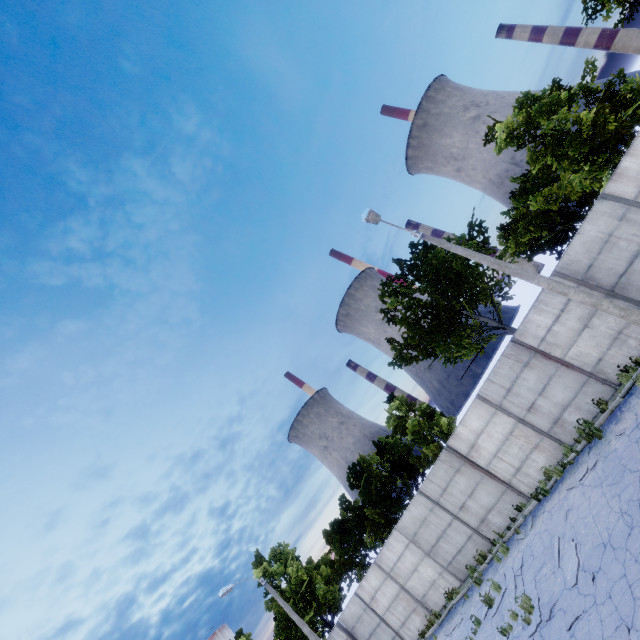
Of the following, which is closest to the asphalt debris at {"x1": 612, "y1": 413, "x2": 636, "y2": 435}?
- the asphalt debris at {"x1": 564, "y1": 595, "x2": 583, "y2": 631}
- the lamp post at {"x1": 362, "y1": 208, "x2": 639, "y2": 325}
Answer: the lamp post at {"x1": 362, "y1": 208, "x2": 639, "y2": 325}

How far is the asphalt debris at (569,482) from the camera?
10.4m

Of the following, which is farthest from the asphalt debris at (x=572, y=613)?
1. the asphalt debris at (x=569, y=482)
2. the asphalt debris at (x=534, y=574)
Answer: the asphalt debris at (x=569, y=482)

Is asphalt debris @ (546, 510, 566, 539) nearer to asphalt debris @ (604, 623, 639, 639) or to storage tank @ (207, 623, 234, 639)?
asphalt debris @ (604, 623, 639, 639)

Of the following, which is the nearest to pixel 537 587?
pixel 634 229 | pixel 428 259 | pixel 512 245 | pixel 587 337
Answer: pixel 587 337

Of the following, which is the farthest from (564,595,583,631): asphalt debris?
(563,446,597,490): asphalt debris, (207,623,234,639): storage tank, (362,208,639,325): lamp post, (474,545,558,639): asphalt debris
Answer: (207,623,234,639): storage tank

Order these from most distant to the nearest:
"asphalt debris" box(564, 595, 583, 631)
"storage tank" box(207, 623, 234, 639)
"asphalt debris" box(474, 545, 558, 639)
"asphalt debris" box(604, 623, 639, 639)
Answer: "storage tank" box(207, 623, 234, 639) → "asphalt debris" box(474, 545, 558, 639) → "asphalt debris" box(564, 595, 583, 631) → "asphalt debris" box(604, 623, 639, 639)

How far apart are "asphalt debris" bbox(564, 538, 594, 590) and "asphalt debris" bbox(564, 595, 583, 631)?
0.1m
